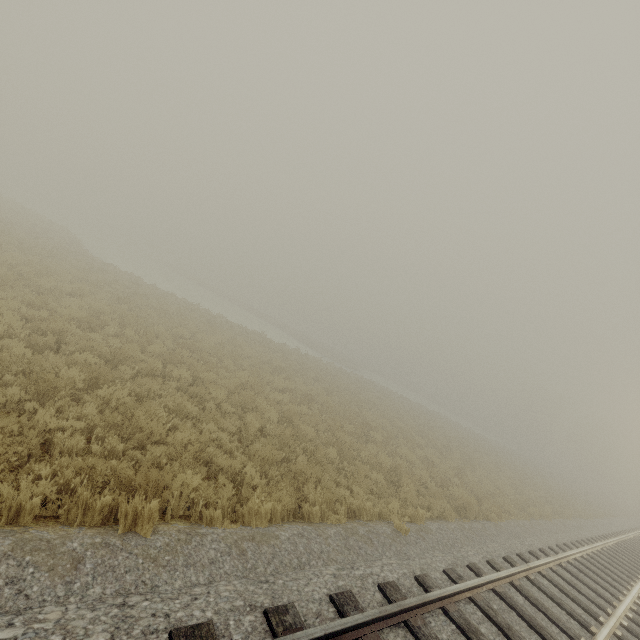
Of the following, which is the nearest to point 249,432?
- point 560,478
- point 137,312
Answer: point 137,312
